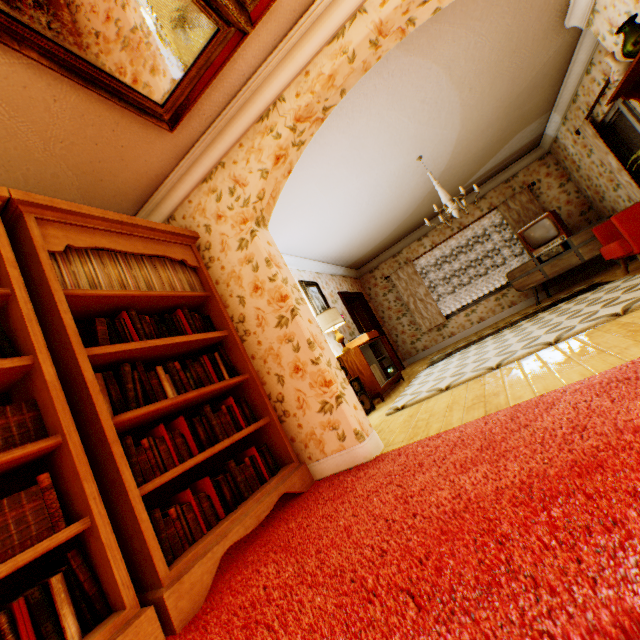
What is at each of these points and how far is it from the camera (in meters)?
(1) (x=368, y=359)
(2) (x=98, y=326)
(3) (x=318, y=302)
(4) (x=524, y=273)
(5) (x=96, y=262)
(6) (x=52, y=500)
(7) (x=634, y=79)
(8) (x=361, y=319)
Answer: (1) cabinet, 5.87
(2) book, 2.05
(3) picture frame, 6.48
(4) tv, 7.10
(5) vinyl record, 2.23
(6) book, 1.45
(7) shelf, 3.42
(8) childactor, 8.88

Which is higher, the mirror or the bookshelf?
the mirror

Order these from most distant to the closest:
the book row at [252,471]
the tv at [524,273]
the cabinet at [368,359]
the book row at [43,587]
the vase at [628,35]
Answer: the tv at [524,273] < the cabinet at [368,359] < the vase at [628,35] < the book row at [252,471] < the book row at [43,587]

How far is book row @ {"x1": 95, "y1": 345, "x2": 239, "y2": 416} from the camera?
1.92m

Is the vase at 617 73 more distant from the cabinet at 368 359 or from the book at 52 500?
the book at 52 500

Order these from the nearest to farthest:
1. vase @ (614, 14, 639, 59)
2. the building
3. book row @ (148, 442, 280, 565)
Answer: book row @ (148, 442, 280, 565) → the building → vase @ (614, 14, 639, 59)

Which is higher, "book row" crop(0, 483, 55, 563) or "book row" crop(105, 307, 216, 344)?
"book row" crop(105, 307, 216, 344)

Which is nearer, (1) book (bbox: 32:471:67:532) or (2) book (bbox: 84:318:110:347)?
(1) book (bbox: 32:471:67:532)
